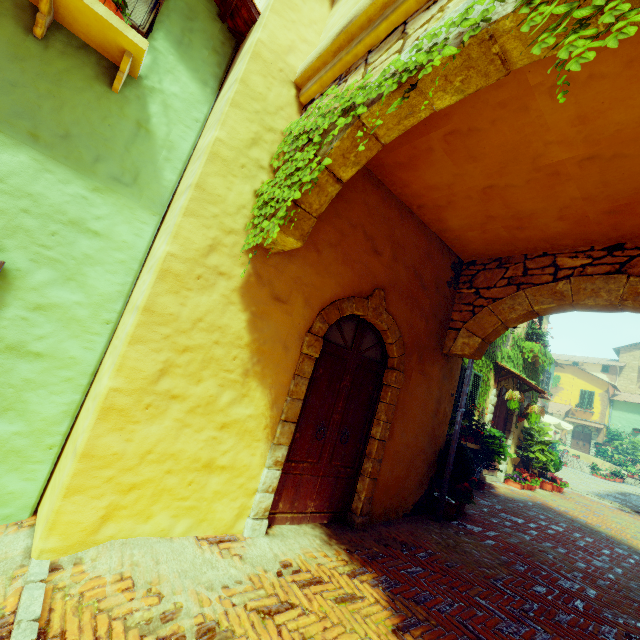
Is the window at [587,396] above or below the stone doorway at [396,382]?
above

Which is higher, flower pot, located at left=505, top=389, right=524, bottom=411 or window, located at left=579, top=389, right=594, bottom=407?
window, located at left=579, top=389, right=594, bottom=407

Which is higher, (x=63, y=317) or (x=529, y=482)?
(x=63, y=317)

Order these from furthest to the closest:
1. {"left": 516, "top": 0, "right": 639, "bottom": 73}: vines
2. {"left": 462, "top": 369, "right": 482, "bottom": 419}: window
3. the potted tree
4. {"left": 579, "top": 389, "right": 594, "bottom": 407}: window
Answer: {"left": 579, "top": 389, "right": 594, "bottom": 407}: window → {"left": 462, "top": 369, "right": 482, "bottom": 419}: window → the potted tree → {"left": 516, "top": 0, "right": 639, "bottom": 73}: vines

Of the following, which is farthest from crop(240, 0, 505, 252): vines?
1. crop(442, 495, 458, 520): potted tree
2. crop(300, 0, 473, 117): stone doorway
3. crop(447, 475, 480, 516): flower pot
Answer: crop(447, 475, 480, 516): flower pot

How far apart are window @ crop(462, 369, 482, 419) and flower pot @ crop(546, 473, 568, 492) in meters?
5.2 m

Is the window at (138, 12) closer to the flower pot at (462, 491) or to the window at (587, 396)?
the window at (587, 396)

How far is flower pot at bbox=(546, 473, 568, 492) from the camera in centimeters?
1097cm
